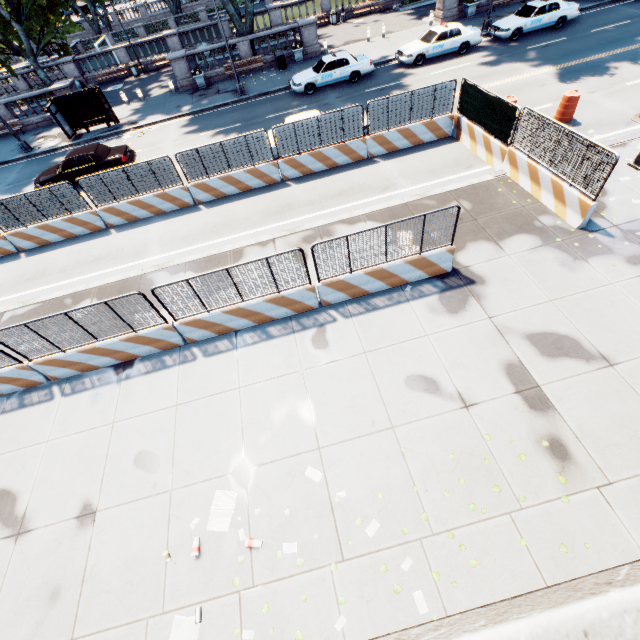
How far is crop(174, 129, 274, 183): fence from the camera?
13.0m

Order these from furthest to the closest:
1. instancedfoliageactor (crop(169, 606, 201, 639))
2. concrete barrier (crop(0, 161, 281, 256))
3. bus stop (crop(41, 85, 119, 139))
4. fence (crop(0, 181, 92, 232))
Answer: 1. bus stop (crop(41, 85, 119, 139))
2. concrete barrier (crop(0, 161, 281, 256))
3. fence (crop(0, 181, 92, 232))
4. instancedfoliageactor (crop(169, 606, 201, 639))

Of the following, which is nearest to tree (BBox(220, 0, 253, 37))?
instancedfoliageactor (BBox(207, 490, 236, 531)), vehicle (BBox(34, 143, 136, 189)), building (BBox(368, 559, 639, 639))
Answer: building (BBox(368, 559, 639, 639))

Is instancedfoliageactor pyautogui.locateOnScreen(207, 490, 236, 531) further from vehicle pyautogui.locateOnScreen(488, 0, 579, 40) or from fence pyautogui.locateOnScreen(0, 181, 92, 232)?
vehicle pyautogui.locateOnScreen(488, 0, 579, 40)

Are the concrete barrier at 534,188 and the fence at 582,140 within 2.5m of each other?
yes

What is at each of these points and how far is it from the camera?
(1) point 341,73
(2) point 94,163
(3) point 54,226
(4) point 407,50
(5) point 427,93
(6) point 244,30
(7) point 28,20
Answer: (1) vehicle, 20.0m
(2) vehicle, 16.5m
(3) concrete barrier, 13.9m
(4) vehicle, 20.3m
(5) fence, 13.2m
(6) tree, 24.4m
(7) tree, 37.1m

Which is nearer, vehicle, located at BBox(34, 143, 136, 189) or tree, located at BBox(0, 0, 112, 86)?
vehicle, located at BBox(34, 143, 136, 189)

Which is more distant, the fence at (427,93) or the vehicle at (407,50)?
the vehicle at (407,50)
